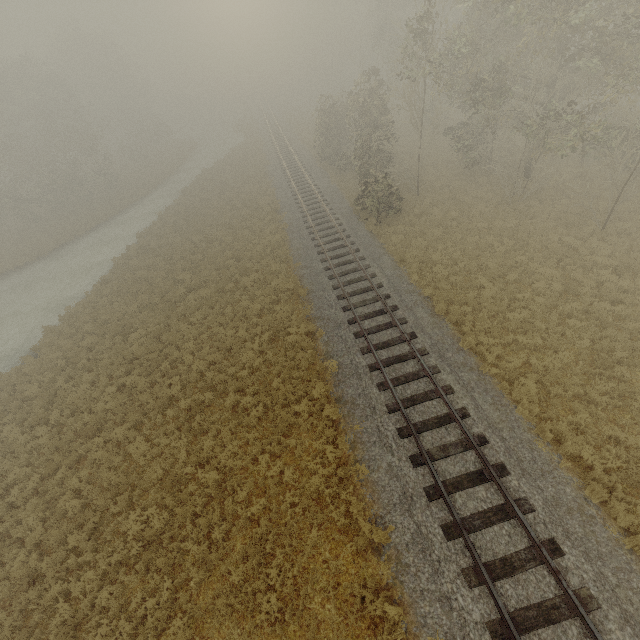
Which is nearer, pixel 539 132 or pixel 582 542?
pixel 582 542
